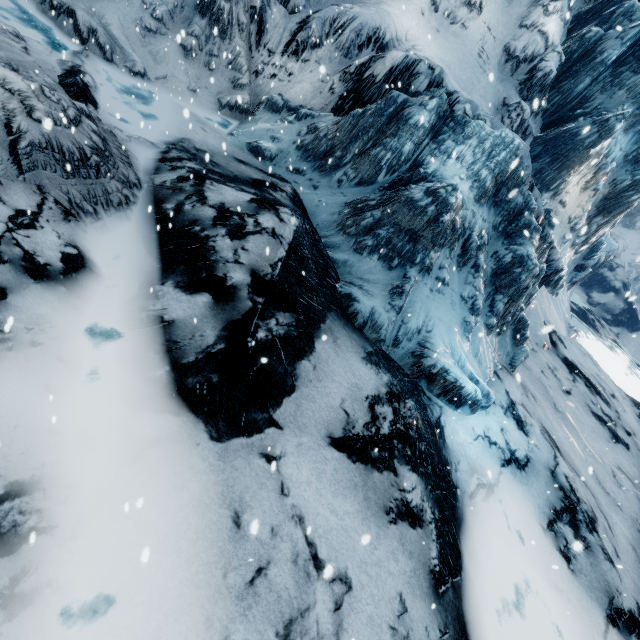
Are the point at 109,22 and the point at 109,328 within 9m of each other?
no
